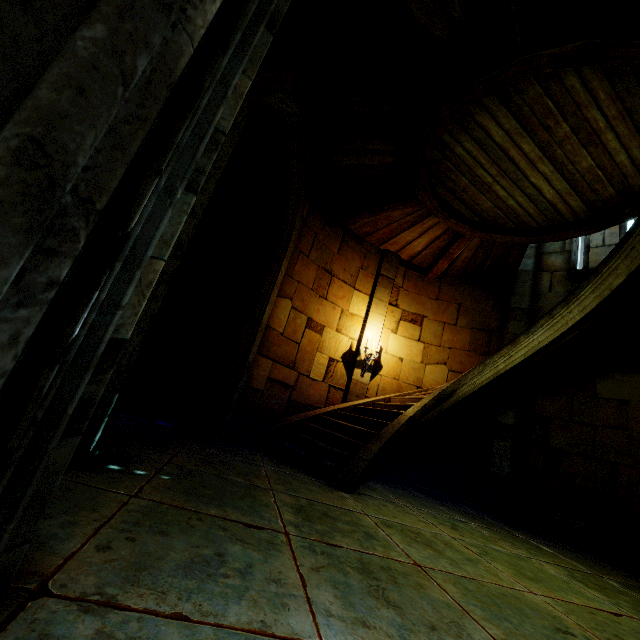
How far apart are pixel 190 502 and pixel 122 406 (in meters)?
4.33
